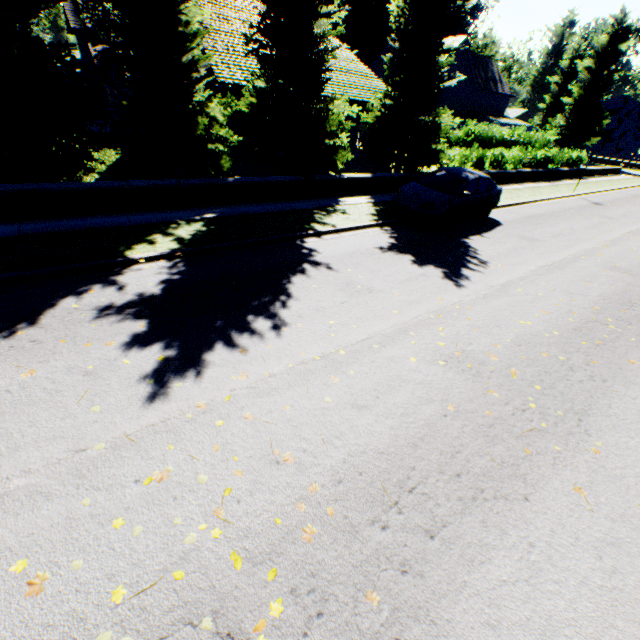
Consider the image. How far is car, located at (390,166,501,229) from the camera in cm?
1047

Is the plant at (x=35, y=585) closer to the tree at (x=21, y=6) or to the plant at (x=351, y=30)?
the tree at (x=21, y=6)

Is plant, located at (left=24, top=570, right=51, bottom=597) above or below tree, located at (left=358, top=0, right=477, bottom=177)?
below

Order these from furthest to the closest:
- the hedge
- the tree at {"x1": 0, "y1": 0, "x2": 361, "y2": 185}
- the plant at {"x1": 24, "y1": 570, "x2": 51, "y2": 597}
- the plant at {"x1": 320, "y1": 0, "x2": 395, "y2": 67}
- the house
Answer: the house < the plant at {"x1": 320, "y1": 0, "x2": 395, "y2": 67} < the hedge < the tree at {"x1": 0, "y1": 0, "x2": 361, "y2": 185} < the plant at {"x1": 24, "y1": 570, "x2": 51, "y2": 597}

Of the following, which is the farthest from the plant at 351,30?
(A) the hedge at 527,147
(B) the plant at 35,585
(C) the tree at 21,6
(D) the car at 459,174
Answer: (B) the plant at 35,585

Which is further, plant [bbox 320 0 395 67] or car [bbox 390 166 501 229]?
plant [bbox 320 0 395 67]

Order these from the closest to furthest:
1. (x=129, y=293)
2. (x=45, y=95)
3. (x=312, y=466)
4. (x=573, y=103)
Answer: (x=312, y=466) → (x=129, y=293) → (x=45, y=95) → (x=573, y=103)

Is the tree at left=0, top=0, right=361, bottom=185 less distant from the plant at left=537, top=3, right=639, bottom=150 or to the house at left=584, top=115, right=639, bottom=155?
the plant at left=537, top=3, right=639, bottom=150
